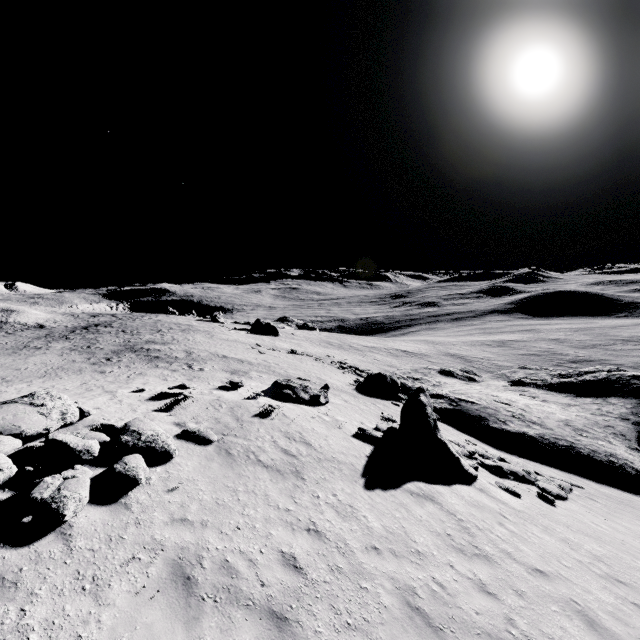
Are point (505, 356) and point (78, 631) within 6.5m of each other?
no

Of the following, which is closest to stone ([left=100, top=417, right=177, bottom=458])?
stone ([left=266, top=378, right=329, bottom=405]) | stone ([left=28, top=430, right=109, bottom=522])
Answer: stone ([left=28, top=430, right=109, bottom=522])

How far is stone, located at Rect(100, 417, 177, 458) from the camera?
8.5 meters

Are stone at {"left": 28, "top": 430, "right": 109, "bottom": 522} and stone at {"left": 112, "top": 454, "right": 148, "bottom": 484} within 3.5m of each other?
yes

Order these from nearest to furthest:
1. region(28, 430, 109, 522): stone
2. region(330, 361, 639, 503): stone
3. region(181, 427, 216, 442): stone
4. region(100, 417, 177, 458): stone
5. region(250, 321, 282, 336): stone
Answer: region(28, 430, 109, 522): stone < region(100, 417, 177, 458): stone < region(181, 427, 216, 442): stone < region(330, 361, 639, 503): stone < region(250, 321, 282, 336): stone

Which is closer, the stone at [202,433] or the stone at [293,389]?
the stone at [202,433]

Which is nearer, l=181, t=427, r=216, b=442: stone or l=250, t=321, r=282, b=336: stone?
l=181, t=427, r=216, b=442: stone

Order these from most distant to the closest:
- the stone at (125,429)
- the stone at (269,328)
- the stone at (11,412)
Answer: the stone at (269,328)
the stone at (125,429)
the stone at (11,412)
